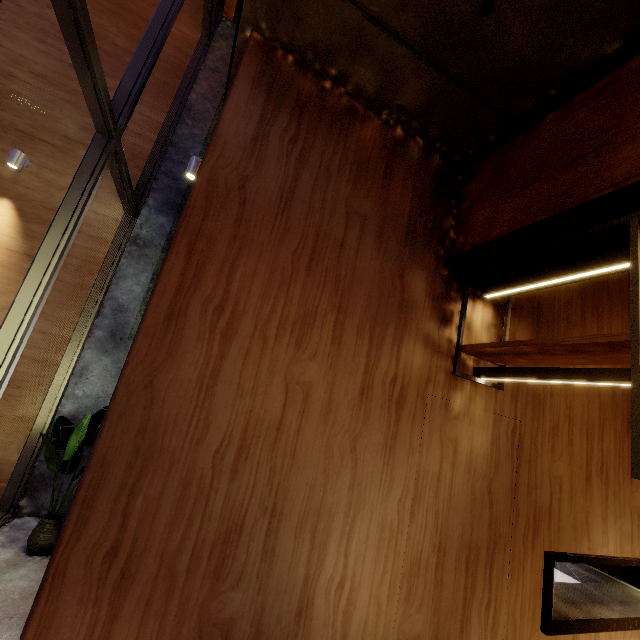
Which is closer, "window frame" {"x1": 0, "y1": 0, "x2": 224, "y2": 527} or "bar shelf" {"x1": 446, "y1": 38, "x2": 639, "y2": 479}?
"bar shelf" {"x1": 446, "y1": 38, "x2": 639, "y2": 479}

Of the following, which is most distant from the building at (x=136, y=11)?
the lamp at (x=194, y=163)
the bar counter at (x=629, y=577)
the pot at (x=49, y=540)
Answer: the bar counter at (x=629, y=577)

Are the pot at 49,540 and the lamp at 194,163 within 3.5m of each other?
no

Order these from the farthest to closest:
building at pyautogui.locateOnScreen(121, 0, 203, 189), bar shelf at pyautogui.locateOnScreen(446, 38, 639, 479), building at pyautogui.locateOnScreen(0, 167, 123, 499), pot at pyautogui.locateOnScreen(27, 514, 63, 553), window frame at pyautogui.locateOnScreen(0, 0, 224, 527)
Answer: building at pyautogui.locateOnScreen(121, 0, 203, 189)
building at pyautogui.locateOnScreen(0, 167, 123, 499)
pot at pyautogui.locateOnScreen(27, 514, 63, 553)
window frame at pyautogui.locateOnScreen(0, 0, 224, 527)
bar shelf at pyautogui.locateOnScreen(446, 38, 639, 479)

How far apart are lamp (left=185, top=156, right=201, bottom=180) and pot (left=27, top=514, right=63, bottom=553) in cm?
438

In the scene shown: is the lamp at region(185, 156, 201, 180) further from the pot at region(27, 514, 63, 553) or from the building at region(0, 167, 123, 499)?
the pot at region(27, 514, 63, 553)

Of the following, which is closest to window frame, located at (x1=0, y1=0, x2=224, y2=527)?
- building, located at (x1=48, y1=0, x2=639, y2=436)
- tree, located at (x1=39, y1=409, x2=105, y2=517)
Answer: building, located at (x1=48, y1=0, x2=639, y2=436)

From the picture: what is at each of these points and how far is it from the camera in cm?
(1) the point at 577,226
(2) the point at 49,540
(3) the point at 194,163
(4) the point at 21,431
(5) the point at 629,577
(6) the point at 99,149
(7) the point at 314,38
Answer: (1) bar shelf, 175
(2) pot, 365
(3) lamp, 379
(4) building, 441
(5) bar counter, 487
(6) window frame, 341
(7) building, 209
